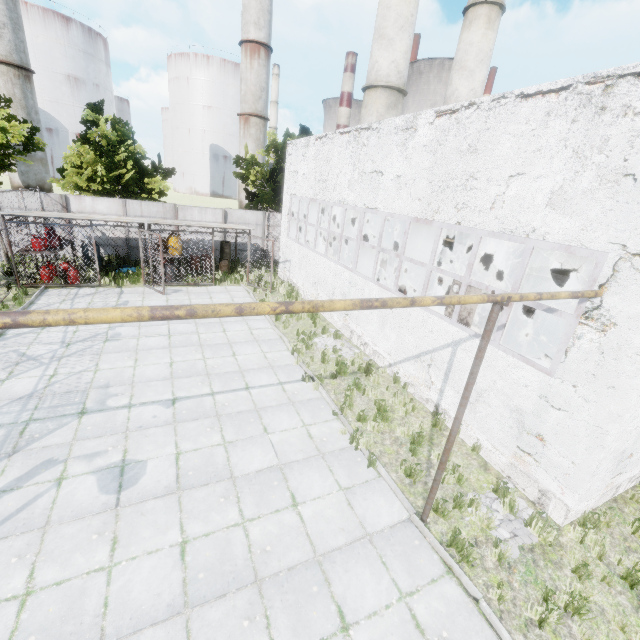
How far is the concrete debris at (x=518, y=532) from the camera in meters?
5.9 m

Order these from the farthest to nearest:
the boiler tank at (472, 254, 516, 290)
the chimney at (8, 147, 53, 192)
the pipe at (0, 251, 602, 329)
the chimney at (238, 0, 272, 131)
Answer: the chimney at (238, 0, 272, 131) < the chimney at (8, 147, 53, 192) < the boiler tank at (472, 254, 516, 290) < the pipe at (0, 251, 602, 329)

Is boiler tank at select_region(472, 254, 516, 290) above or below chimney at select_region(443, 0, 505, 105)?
below

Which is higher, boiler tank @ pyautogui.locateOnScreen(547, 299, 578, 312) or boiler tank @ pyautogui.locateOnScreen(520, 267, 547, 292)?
boiler tank @ pyautogui.locateOnScreen(520, 267, 547, 292)

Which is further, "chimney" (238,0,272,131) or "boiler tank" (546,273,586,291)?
"chimney" (238,0,272,131)

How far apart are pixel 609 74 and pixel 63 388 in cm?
1334

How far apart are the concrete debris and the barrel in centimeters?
1729cm

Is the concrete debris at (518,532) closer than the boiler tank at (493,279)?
Yes
